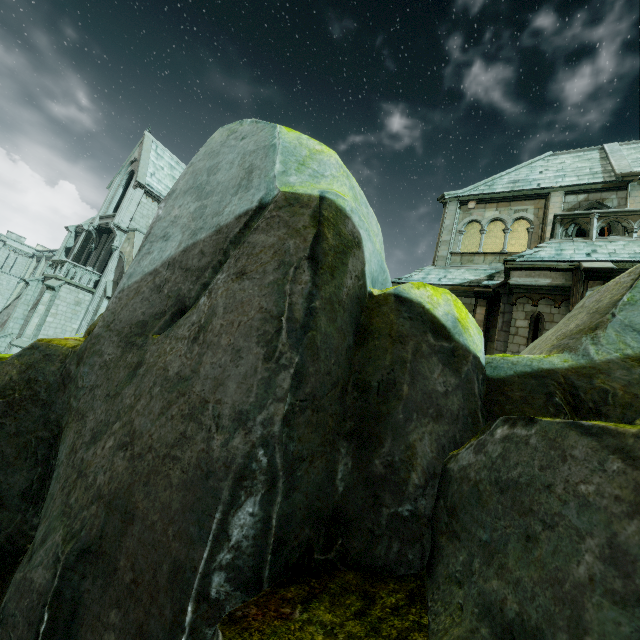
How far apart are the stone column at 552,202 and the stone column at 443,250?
3.5 meters

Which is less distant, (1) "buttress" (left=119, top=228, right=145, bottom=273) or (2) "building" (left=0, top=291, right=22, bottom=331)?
(1) "buttress" (left=119, top=228, right=145, bottom=273)

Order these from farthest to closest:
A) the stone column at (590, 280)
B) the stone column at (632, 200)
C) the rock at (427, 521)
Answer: the stone column at (632, 200) → the stone column at (590, 280) → the rock at (427, 521)

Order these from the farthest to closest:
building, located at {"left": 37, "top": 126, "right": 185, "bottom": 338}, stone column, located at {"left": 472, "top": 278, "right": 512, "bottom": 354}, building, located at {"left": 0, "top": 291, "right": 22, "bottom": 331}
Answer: building, located at {"left": 0, "top": 291, "right": 22, "bottom": 331} → building, located at {"left": 37, "top": 126, "right": 185, "bottom": 338} → stone column, located at {"left": 472, "top": 278, "right": 512, "bottom": 354}

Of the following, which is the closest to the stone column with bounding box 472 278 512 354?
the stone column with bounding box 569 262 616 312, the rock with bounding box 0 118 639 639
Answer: the stone column with bounding box 569 262 616 312

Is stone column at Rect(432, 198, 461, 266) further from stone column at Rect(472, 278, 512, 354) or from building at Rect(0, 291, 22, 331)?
building at Rect(0, 291, 22, 331)

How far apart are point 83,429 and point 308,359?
1.6m

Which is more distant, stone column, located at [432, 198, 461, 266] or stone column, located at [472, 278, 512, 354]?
stone column, located at [432, 198, 461, 266]
